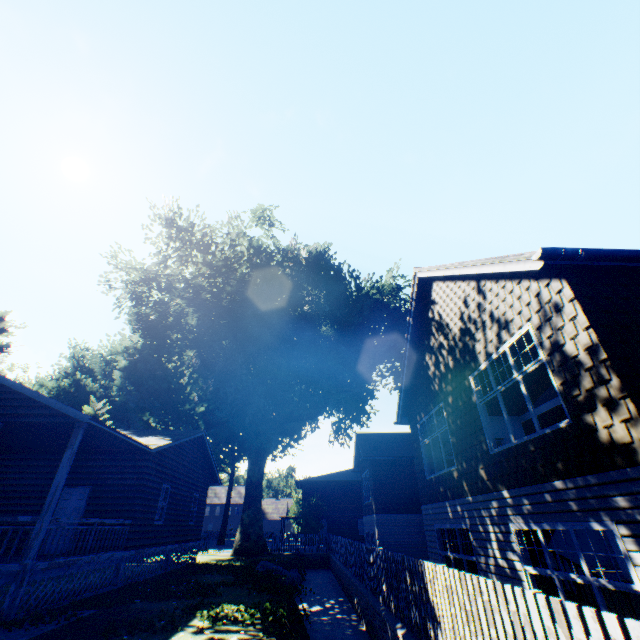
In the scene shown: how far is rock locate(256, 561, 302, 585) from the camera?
15.1 meters

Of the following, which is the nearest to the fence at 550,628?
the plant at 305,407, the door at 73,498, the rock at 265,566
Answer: the plant at 305,407

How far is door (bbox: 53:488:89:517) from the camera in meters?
12.6 m

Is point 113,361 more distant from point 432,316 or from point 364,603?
point 432,316

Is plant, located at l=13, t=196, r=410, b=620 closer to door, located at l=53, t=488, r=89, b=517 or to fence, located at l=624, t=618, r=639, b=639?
fence, located at l=624, t=618, r=639, b=639

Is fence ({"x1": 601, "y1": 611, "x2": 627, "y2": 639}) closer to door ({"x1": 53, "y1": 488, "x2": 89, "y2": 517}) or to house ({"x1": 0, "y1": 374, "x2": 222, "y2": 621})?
house ({"x1": 0, "y1": 374, "x2": 222, "y2": 621})

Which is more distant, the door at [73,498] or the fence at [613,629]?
the door at [73,498]

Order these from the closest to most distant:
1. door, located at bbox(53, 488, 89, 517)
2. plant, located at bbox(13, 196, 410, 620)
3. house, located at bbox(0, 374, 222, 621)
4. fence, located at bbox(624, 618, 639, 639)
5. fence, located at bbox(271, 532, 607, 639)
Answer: fence, located at bbox(624, 618, 639, 639) < fence, located at bbox(271, 532, 607, 639) < house, located at bbox(0, 374, 222, 621) < door, located at bbox(53, 488, 89, 517) < plant, located at bbox(13, 196, 410, 620)
